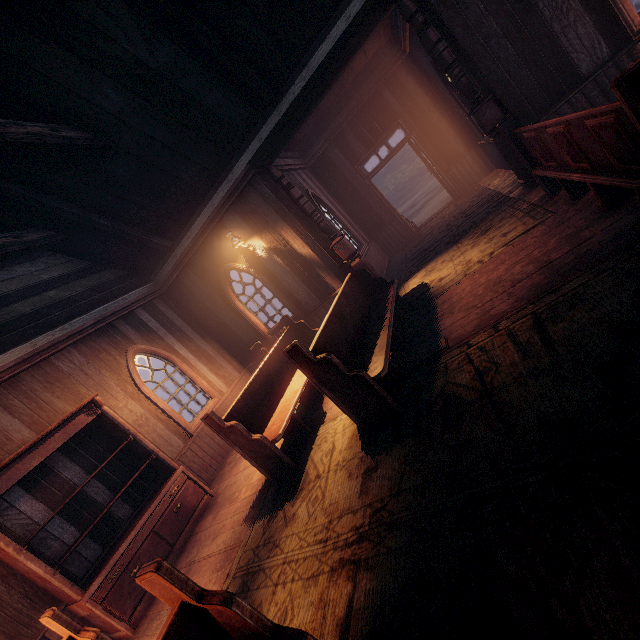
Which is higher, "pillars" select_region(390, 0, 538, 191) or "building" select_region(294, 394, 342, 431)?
"pillars" select_region(390, 0, 538, 191)

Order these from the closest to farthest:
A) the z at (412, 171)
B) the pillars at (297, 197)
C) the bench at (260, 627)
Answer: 1. the bench at (260, 627)
2. the pillars at (297, 197)
3. the z at (412, 171)

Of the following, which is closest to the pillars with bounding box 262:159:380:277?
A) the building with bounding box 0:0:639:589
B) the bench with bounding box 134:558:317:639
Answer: the building with bounding box 0:0:639:589

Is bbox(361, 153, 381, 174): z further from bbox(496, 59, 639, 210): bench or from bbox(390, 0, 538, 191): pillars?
bbox(496, 59, 639, 210): bench

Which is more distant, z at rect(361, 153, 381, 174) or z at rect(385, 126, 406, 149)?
z at rect(361, 153, 381, 174)

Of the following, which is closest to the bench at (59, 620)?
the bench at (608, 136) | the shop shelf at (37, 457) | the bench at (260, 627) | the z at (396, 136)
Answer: the bench at (260, 627)

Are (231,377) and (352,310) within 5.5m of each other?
yes

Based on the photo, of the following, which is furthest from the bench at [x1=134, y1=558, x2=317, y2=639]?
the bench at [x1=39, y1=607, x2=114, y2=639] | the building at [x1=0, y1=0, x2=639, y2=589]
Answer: the bench at [x1=39, y1=607, x2=114, y2=639]
